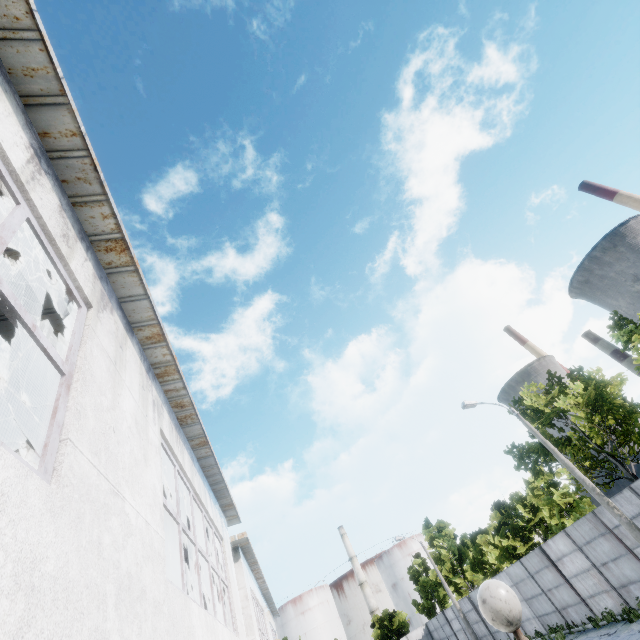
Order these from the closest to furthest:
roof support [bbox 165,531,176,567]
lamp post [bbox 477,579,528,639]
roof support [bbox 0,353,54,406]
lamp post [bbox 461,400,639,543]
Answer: lamp post [bbox 477,579,528,639] → roof support [bbox 0,353,54,406] → roof support [bbox 165,531,176,567] → lamp post [bbox 461,400,639,543]

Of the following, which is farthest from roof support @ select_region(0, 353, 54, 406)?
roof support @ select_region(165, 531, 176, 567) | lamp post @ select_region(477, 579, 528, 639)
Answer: roof support @ select_region(165, 531, 176, 567)

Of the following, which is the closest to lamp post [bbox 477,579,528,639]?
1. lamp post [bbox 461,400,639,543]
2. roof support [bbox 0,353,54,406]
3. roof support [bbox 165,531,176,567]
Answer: roof support [bbox 0,353,54,406]

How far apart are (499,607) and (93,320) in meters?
4.6

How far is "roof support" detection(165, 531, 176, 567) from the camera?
9.2 meters

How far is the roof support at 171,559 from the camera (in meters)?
9.16

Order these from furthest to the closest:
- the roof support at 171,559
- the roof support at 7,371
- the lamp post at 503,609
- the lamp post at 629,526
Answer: the lamp post at 629,526 < the roof support at 171,559 < the roof support at 7,371 < the lamp post at 503,609

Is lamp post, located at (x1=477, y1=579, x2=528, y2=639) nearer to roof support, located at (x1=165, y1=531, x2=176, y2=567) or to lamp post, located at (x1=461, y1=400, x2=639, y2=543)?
roof support, located at (x1=165, y1=531, x2=176, y2=567)
